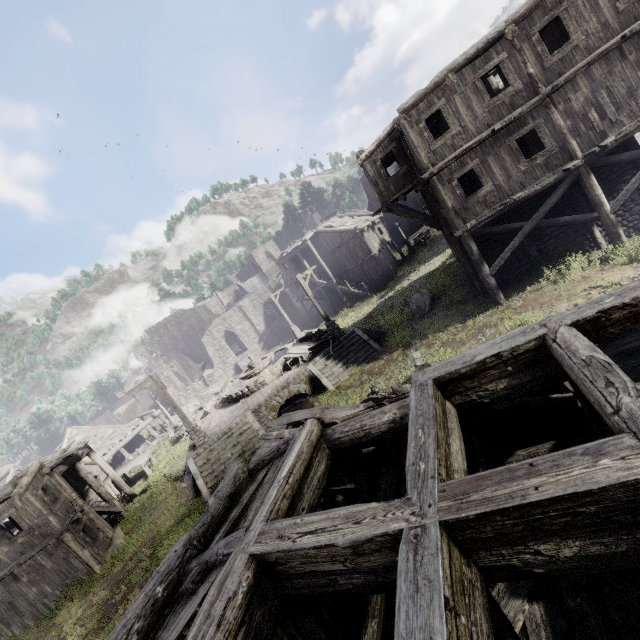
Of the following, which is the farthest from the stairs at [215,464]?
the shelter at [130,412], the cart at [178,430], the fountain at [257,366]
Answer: the shelter at [130,412]

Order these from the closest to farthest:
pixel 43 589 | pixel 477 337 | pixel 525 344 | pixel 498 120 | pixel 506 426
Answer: pixel 525 344
pixel 506 426
pixel 498 120
pixel 477 337
pixel 43 589

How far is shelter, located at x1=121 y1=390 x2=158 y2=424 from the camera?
47.41m

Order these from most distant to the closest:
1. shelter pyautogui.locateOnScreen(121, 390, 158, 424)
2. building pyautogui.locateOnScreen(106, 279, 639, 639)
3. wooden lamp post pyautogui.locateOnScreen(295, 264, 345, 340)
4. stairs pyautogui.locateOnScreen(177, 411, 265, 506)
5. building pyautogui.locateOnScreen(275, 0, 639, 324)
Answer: shelter pyautogui.locateOnScreen(121, 390, 158, 424), wooden lamp post pyautogui.locateOnScreen(295, 264, 345, 340), stairs pyautogui.locateOnScreen(177, 411, 265, 506), building pyautogui.locateOnScreen(275, 0, 639, 324), building pyautogui.locateOnScreen(106, 279, 639, 639)

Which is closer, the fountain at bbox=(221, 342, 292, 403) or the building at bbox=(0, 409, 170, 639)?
the building at bbox=(0, 409, 170, 639)

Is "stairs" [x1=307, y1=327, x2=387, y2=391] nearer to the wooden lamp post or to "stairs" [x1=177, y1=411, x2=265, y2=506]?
the wooden lamp post

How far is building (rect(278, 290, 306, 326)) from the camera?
45.1m

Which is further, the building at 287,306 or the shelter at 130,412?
the shelter at 130,412
